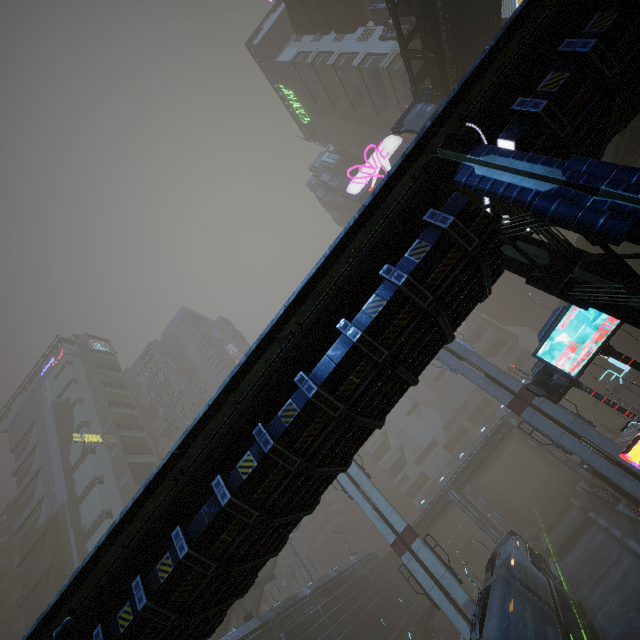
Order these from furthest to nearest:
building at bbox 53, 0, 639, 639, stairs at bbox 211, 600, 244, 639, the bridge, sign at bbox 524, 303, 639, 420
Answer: stairs at bbox 211, 600, 244, 639
the bridge
sign at bbox 524, 303, 639, 420
building at bbox 53, 0, 639, 639

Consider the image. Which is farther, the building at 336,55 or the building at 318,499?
the building at 336,55

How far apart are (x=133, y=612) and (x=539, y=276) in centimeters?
1098cm

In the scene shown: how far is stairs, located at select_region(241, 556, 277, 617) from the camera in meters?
32.3

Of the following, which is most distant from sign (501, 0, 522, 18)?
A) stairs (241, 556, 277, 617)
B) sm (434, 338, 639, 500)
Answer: stairs (241, 556, 277, 617)

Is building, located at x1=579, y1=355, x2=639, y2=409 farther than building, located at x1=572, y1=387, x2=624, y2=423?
No

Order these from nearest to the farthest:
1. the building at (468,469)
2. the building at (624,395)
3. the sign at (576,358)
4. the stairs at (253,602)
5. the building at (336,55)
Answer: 1. the sign at (576,358)
2. the building at (468,469)
3. the stairs at (253,602)
4. the building at (336,55)
5. the building at (624,395)

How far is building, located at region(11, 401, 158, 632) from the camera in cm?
4588
